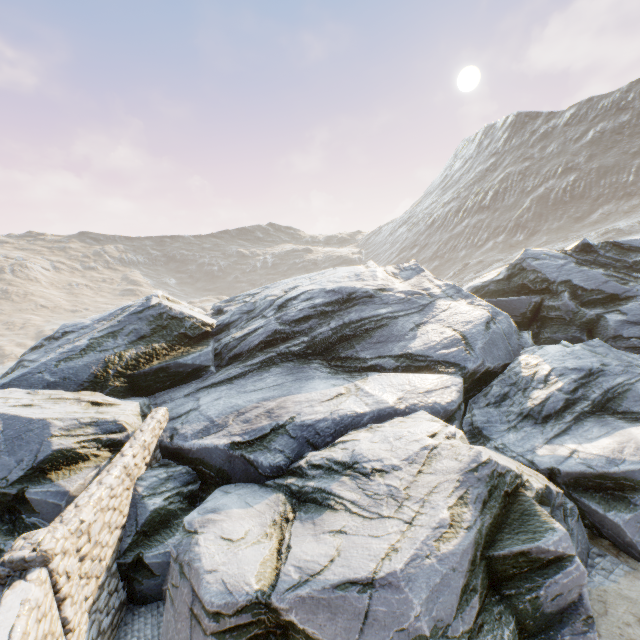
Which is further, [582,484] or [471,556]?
[582,484]
